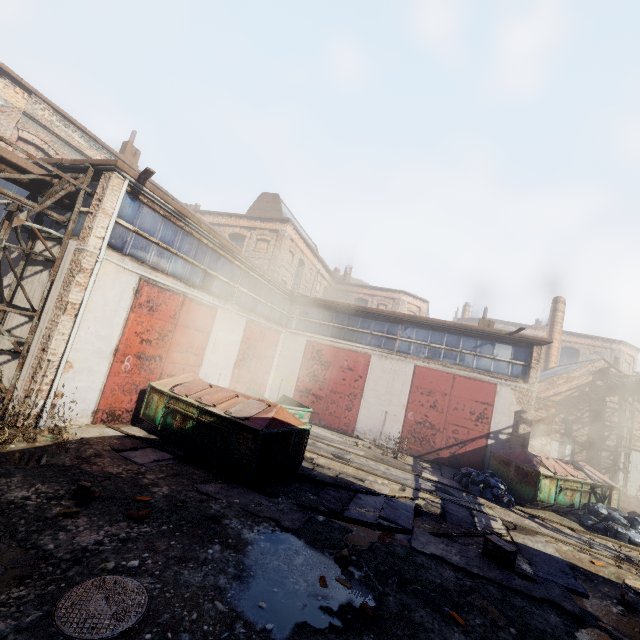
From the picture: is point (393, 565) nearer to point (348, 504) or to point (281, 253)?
point (348, 504)

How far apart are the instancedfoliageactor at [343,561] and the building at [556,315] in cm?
2592

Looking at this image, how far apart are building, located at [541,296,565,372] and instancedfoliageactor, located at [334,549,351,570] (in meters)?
25.92

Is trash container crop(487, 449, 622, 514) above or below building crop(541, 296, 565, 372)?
below

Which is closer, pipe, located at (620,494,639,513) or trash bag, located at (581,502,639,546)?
trash bag, located at (581,502,639,546)

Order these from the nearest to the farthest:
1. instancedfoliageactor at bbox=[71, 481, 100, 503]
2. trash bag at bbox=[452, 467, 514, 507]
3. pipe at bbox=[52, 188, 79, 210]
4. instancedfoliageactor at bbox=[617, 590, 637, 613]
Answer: instancedfoliageactor at bbox=[71, 481, 100, 503]
instancedfoliageactor at bbox=[617, 590, 637, 613]
pipe at bbox=[52, 188, 79, 210]
trash bag at bbox=[452, 467, 514, 507]

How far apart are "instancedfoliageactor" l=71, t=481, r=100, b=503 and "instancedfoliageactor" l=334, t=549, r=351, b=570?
4.1m

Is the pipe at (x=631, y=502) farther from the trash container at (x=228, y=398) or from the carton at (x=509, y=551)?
the trash container at (x=228, y=398)
